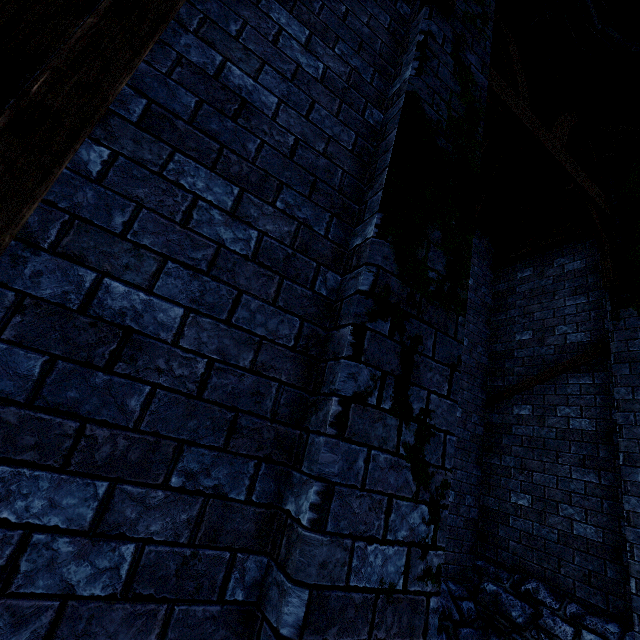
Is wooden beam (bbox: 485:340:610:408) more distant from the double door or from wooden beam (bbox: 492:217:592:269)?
the double door

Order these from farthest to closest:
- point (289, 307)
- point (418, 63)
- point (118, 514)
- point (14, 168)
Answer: point (418, 63) < point (289, 307) < point (118, 514) < point (14, 168)

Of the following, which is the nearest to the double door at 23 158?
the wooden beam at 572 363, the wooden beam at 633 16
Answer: the wooden beam at 633 16

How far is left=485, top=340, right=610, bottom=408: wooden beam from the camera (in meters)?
5.41

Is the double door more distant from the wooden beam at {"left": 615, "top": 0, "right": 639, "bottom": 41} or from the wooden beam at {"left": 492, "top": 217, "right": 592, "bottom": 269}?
the wooden beam at {"left": 492, "top": 217, "right": 592, "bottom": 269}

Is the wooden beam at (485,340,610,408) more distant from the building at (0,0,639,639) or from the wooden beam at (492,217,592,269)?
the wooden beam at (492,217,592,269)

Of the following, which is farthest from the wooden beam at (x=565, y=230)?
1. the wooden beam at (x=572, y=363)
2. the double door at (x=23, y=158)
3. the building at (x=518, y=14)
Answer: the double door at (x=23, y=158)

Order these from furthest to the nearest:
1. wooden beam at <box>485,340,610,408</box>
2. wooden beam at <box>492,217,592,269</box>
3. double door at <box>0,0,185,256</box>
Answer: wooden beam at <box>492,217,592,269</box> → wooden beam at <box>485,340,610,408</box> → double door at <box>0,0,185,256</box>
